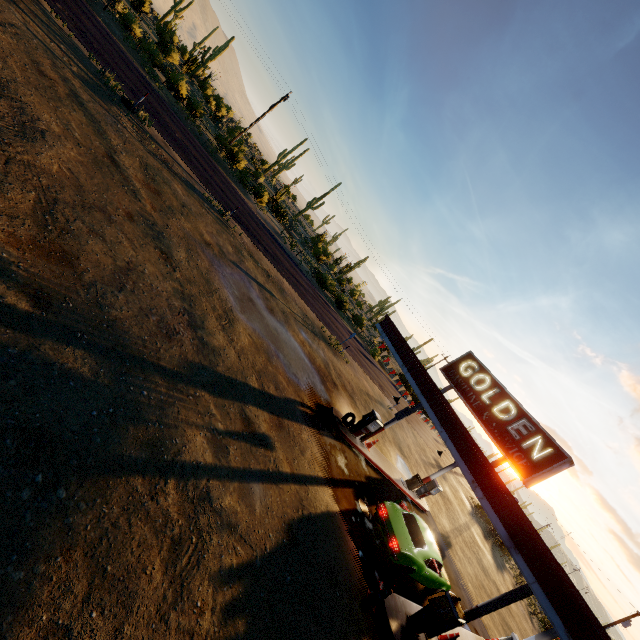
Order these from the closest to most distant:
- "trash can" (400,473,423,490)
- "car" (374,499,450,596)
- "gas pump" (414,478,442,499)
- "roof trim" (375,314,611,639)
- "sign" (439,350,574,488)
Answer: "roof trim" (375,314,611,639)
"sign" (439,350,574,488)
"car" (374,499,450,596)
"trash can" (400,473,423,490)
"gas pump" (414,478,442,499)

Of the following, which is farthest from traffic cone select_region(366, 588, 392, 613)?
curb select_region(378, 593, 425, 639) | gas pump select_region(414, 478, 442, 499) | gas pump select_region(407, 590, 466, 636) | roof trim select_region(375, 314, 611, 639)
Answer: gas pump select_region(414, 478, 442, 499)

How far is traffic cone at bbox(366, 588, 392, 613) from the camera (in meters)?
8.75

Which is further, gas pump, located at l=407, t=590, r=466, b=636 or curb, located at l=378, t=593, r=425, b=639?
gas pump, located at l=407, t=590, r=466, b=636

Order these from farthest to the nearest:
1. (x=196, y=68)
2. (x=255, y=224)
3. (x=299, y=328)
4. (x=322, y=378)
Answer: (x=196, y=68) < (x=255, y=224) < (x=299, y=328) < (x=322, y=378)

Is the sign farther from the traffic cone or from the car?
the traffic cone

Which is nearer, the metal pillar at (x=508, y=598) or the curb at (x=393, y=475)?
the metal pillar at (x=508, y=598)

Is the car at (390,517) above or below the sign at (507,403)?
below
